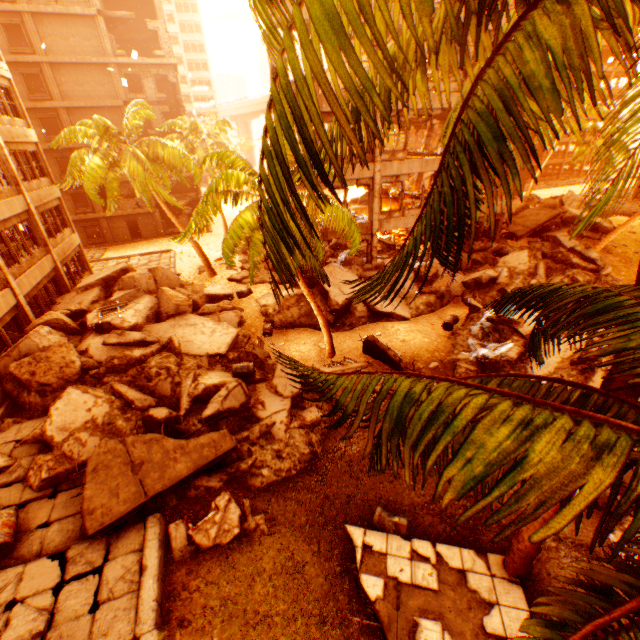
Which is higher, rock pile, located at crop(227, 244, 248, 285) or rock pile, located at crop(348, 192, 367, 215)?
rock pile, located at crop(348, 192, 367, 215)

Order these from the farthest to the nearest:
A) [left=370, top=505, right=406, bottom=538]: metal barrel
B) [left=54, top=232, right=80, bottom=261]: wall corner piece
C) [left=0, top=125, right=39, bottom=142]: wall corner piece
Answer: [left=54, top=232, right=80, bottom=261]: wall corner piece < [left=0, top=125, right=39, bottom=142]: wall corner piece < [left=370, top=505, right=406, bottom=538]: metal barrel

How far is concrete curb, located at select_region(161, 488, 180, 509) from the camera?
8.47m

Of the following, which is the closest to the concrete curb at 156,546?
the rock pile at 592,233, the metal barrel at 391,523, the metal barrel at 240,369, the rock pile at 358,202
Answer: the rock pile at 592,233

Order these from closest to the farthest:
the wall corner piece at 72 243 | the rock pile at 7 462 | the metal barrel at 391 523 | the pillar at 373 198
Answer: the metal barrel at 391 523
the rock pile at 7 462
the pillar at 373 198
the wall corner piece at 72 243

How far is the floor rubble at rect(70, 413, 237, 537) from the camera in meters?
7.7 m

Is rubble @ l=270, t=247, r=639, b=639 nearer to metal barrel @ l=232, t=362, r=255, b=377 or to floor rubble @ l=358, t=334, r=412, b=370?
floor rubble @ l=358, t=334, r=412, b=370

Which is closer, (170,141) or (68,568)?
(68,568)
